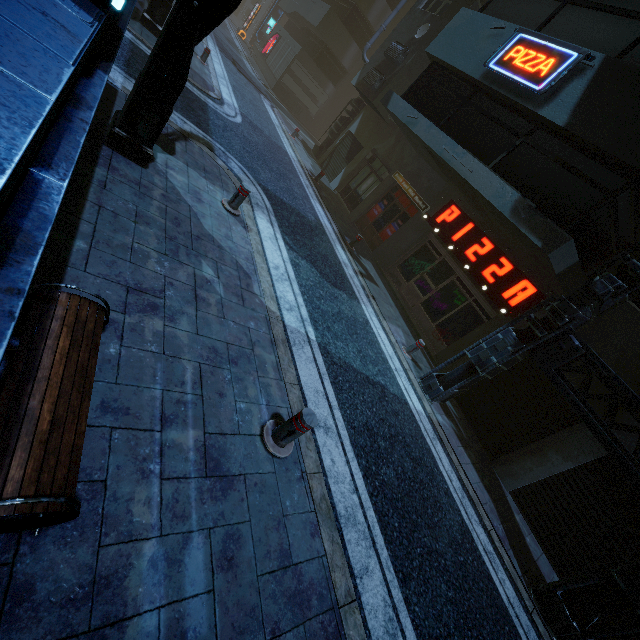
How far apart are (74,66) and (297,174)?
12.8m

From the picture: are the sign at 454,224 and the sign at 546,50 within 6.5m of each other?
yes

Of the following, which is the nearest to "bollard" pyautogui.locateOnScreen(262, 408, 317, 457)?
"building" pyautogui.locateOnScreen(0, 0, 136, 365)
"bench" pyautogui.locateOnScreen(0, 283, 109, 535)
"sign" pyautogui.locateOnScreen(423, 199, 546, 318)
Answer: "bench" pyautogui.locateOnScreen(0, 283, 109, 535)

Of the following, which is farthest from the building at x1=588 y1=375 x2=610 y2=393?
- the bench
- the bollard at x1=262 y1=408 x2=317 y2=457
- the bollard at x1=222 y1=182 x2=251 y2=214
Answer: the bollard at x1=222 y1=182 x2=251 y2=214

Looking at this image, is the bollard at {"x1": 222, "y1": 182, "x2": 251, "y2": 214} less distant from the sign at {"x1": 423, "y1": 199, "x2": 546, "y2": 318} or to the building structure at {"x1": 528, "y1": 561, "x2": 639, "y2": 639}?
the building structure at {"x1": 528, "y1": 561, "x2": 639, "y2": 639}

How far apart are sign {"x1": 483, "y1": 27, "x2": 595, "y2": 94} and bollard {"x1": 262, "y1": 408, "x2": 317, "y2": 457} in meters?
9.2 m

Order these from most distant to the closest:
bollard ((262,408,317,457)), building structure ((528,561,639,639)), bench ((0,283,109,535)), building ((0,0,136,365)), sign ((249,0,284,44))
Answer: sign ((249,0,284,44)) < building structure ((528,561,639,639)) < bollard ((262,408,317,457)) < bench ((0,283,109,535)) < building ((0,0,136,365))

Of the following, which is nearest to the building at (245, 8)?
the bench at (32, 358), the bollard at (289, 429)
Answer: the bench at (32, 358)
